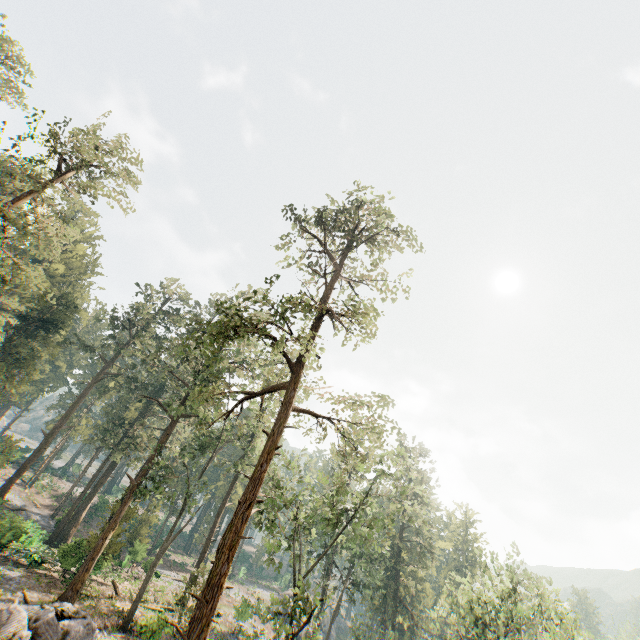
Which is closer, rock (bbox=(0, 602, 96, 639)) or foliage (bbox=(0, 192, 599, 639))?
rock (bbox=(0, 602, 96, 639))

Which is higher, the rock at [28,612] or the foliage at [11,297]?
the foliage at [11,297]

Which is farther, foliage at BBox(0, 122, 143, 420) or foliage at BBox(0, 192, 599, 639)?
foliage at BBox(0, 122, 143, 420)

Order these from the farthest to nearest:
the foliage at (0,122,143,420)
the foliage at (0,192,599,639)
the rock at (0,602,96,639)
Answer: the foliage at (0,122,143,420), the foliage at (0,192,599,639), the rock at (0,602,96,639)

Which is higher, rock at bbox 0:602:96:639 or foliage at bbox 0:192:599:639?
foliage at bbox 0:192:599:639

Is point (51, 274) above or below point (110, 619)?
above

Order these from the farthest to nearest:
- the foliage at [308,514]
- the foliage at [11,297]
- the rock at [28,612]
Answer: the foliage at [11,297], the foliage at [308,514], the rock at [28,612]
